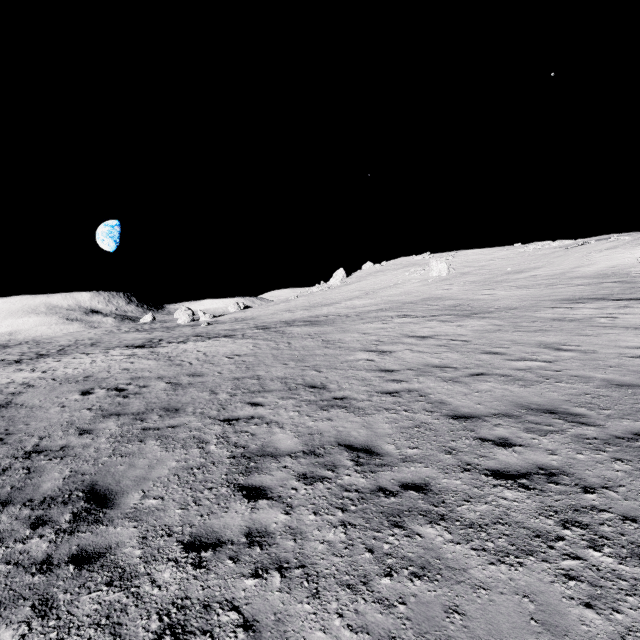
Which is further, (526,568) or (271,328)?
(271,328)
